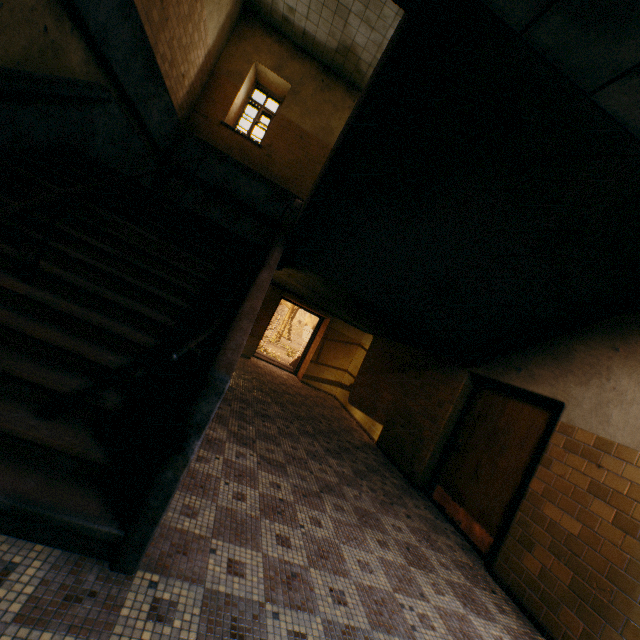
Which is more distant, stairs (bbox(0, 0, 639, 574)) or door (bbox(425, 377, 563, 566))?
door (bbox(425, 377, 563, 566))

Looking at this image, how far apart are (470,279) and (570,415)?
2.0m

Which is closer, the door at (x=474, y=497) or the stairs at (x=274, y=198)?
the stairs at (x=274, y=198)

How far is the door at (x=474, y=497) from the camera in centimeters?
408cm

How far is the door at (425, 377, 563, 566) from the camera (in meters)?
4.08
